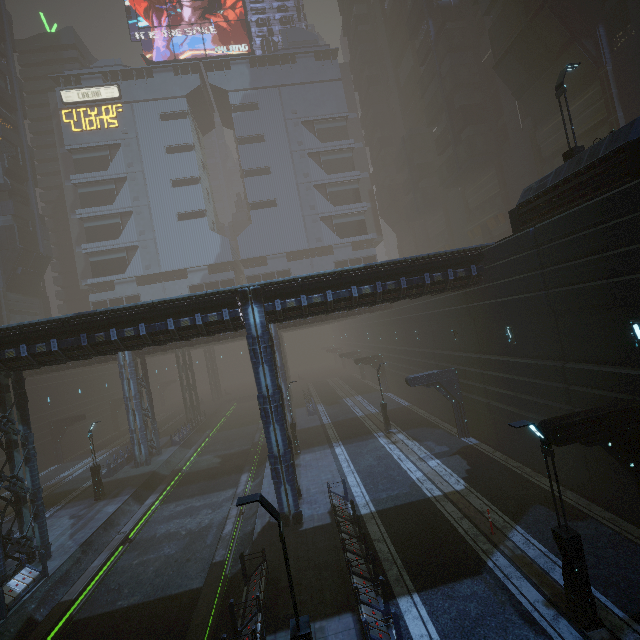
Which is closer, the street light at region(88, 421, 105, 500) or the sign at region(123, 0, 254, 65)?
the street light at region(88, 421, 105, 500)

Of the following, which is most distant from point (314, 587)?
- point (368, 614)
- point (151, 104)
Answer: point (151, 104)

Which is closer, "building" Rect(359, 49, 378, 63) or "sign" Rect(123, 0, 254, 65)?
"sign" Rect(123, 0, 254, 65)

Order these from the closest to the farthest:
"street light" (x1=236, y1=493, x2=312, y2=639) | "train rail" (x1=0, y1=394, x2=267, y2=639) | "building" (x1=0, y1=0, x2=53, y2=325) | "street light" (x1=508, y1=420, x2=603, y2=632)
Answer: "street light" (x1=236, y1=493, x2=312, y2=639) < "street light" (x1=508, y1=420, x2=603, y2=632) < "train rail" (x1=0, y1=394, x2=267, y2=639) < "building" (x1=0, y1=0, x2=53, y2=325)

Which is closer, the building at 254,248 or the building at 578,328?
the building at 578,328

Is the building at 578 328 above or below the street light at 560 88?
below

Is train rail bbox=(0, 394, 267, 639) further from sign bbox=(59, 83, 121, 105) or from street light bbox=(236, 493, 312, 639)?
sign bbox=(59, 83, 121, 105)

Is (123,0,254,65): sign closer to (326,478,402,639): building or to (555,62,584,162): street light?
(326,478,402,639): building
